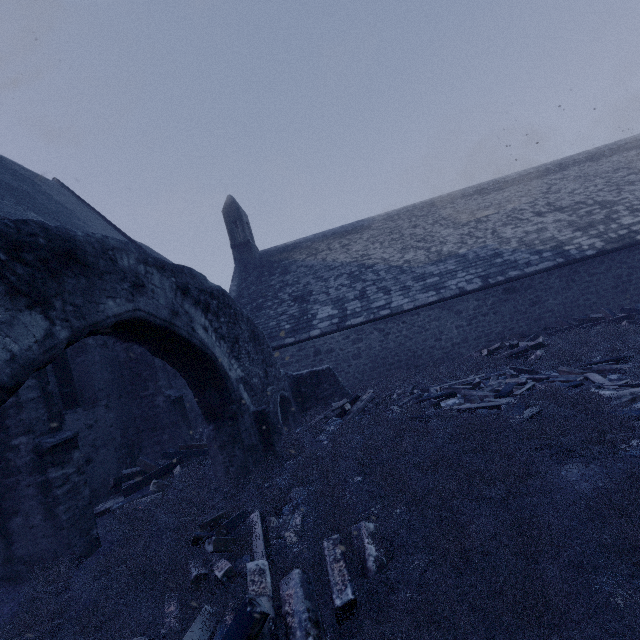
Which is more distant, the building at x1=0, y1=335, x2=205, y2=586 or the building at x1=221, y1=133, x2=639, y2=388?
the building at x1=221, y1=133, x2=639, y2=388

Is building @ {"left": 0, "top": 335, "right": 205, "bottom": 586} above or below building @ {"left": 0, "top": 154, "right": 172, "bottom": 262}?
below

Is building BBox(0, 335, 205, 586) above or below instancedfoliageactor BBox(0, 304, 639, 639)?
above

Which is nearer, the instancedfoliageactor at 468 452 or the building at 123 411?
the instancedfoliageactor at 468 452

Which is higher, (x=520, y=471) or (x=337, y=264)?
(x=337, y=264)

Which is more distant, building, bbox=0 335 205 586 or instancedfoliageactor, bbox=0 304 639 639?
building, bbox=0 335 205 586

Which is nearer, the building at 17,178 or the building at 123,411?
the building at 123,411

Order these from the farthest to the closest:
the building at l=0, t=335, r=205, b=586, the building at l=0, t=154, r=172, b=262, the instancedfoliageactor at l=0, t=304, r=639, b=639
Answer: the building at l=0, t=154, r=172, b=262 < the building at l=0, t=335, r=205, b=586 < the instancedfoliageactor at l=0, t=304, r=639, b=639
